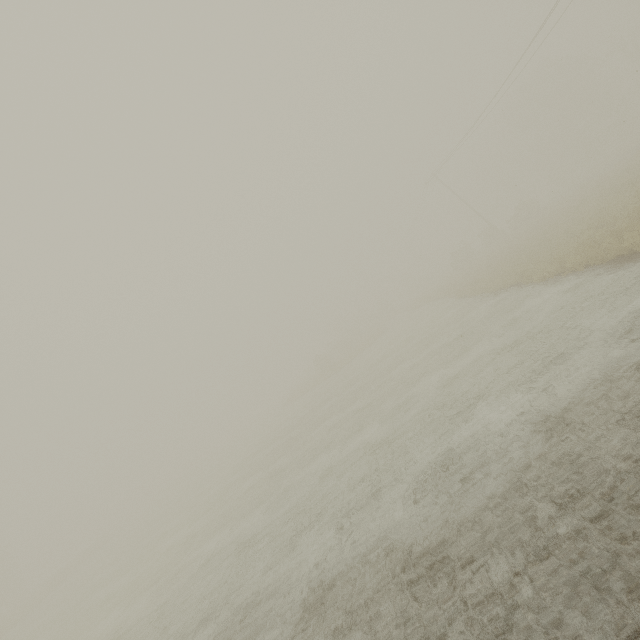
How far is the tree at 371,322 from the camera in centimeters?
5621cm

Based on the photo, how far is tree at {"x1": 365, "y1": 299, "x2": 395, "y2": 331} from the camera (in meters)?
56.21

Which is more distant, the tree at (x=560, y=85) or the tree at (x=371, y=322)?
the tree at (x=371, y=322)

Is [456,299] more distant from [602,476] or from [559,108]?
[559,108]

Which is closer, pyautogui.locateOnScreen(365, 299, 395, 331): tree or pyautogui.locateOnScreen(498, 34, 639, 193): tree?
pyautogui.locateOnScreen(498, 34, 639, 193): tree
